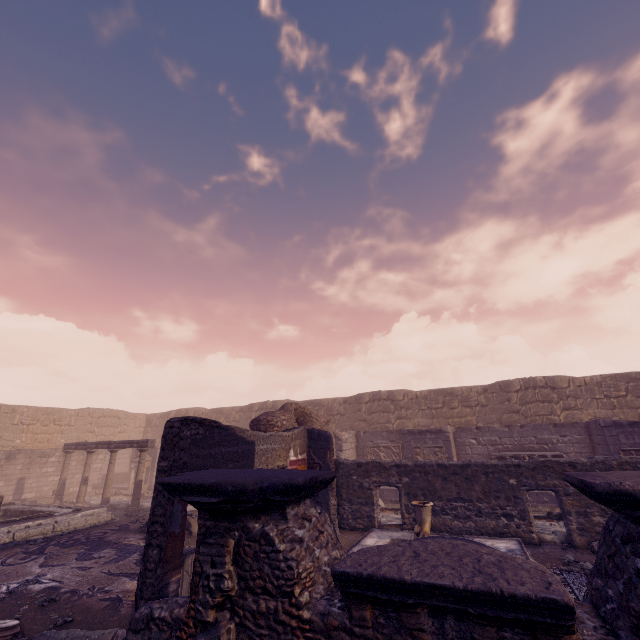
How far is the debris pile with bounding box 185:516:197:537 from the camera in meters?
9.1 m

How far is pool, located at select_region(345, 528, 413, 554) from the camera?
7.2 meters

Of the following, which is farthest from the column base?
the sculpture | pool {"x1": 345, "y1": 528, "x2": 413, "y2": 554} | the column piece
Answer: the sculpture

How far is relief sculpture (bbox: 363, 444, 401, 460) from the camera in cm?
1502

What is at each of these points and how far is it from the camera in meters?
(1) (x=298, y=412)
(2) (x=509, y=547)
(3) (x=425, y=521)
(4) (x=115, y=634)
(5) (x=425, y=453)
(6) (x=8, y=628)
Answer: (1) wall arch, 13.2 m
(2) pool, 6.9 m
(3) sculpture, 6.0 m
(4) column piece, 4.3 m
(5) relief sculpture, 13.0 m
(6) column base, 4.4 m

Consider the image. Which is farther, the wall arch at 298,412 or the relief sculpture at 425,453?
the relief sculpture at 425,453

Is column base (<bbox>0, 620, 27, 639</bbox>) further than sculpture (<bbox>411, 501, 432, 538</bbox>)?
No

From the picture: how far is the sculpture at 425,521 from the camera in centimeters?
554cm
